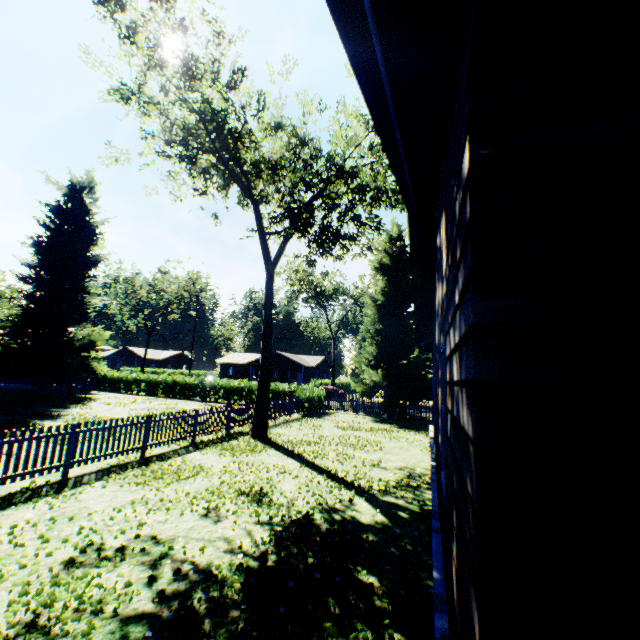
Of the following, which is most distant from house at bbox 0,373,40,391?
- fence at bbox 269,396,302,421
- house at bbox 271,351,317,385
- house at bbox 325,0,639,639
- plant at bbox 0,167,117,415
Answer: house at bbox 325,0,639,639

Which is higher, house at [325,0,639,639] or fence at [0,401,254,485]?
house at [325,0,639,639]

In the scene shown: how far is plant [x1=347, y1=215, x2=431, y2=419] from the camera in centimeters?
2384cm

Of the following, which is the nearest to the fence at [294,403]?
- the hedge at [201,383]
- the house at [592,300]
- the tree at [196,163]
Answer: the tree at [196,163]

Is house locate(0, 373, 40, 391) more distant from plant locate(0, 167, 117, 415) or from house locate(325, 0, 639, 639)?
house locate(325, 0, 639, 639)

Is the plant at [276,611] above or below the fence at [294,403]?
below

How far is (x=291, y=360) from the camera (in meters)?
55.41

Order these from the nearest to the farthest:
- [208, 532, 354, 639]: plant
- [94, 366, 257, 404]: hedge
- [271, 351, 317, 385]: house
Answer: [208, 532, 354, 639]: plant
[94, 366, 257, 404]: hedge
[271, 351, 317, 385]: house
